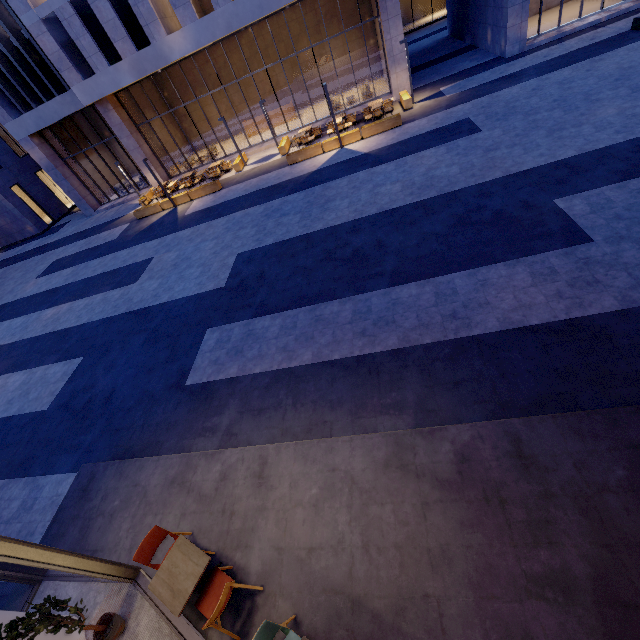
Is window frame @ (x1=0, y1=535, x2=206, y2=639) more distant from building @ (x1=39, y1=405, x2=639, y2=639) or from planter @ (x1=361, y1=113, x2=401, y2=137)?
planter @ (x1=361, y1=113, x2=401, y2=137)

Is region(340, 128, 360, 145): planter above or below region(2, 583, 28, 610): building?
below

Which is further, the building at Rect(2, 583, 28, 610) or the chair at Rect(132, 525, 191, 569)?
Answer: the building at Rect(2, 583, 28, 610)

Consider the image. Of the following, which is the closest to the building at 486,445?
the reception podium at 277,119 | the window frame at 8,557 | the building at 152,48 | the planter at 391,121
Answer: the window frame at 8,557

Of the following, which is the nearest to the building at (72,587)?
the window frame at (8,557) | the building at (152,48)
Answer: the window frame at (8,557)

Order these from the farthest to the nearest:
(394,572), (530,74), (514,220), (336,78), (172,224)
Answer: (336,78) < (172,224) < (530,74) < (514,220) < (394,572)

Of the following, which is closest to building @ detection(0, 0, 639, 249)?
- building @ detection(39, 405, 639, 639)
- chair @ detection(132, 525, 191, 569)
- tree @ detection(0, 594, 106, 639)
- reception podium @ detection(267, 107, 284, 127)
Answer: reception podium @ detection(267, 107, 284, 127)

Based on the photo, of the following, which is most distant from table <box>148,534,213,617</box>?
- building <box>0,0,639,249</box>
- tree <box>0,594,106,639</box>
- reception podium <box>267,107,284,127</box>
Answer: reception podium <box>267,107,284,127</box>
